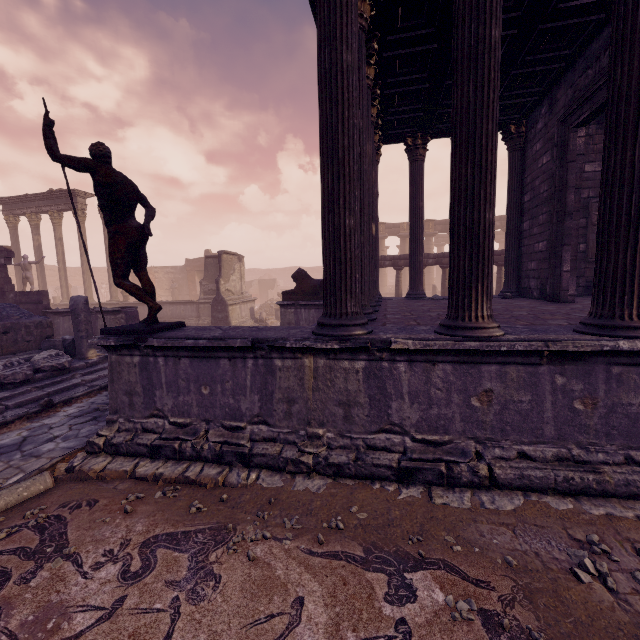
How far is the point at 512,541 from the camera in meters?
2.6

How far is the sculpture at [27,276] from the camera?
16.2m

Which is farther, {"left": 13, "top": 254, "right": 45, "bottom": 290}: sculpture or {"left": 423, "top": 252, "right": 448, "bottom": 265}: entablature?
{"left": 13, "top": 254, "right": 45, "bottom": 290}: sculpture

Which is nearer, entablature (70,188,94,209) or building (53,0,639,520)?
building (53,0,639,520)

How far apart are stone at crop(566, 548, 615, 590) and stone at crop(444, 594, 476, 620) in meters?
0.9

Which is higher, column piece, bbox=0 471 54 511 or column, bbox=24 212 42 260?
column, bbox=24 212 42 260

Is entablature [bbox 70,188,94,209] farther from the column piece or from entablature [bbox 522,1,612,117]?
entablature [bbox 522,1,612,117]

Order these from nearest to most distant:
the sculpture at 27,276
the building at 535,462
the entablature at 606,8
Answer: the building at 535,462
the entablature at 606,8
the sculpture at 27,276
